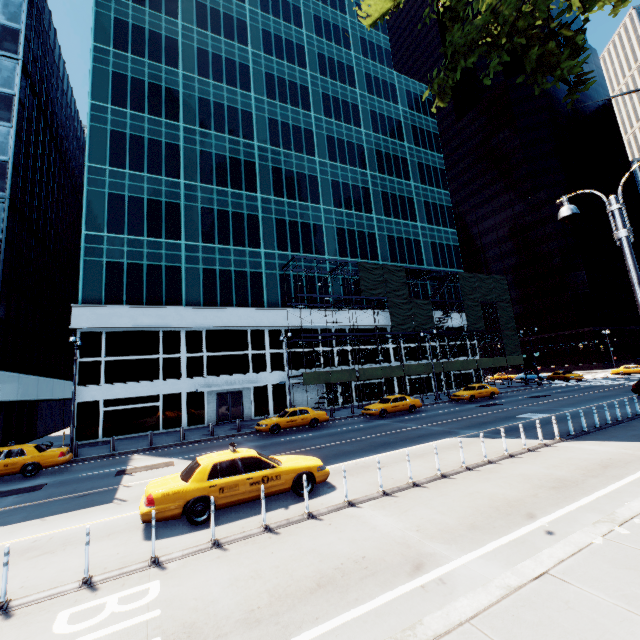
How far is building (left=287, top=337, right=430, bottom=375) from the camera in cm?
3444

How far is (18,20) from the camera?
28.1m

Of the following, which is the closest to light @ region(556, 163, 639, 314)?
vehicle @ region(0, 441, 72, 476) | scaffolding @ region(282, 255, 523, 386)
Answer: vehicle @ region(0, 441, 72, 476)

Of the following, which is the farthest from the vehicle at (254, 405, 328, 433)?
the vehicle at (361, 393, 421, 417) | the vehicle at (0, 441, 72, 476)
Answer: the vehicle at (0, 441, 72, 476)

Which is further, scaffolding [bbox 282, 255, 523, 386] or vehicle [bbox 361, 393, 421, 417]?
scaffolding [bbox 282, 255, 523, 386]

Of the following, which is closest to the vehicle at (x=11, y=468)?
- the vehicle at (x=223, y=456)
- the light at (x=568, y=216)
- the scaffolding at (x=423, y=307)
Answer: the vehicle at (x=223, y=456)

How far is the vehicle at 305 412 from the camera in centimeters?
2181cm

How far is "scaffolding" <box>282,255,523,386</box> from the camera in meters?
35.3 m
